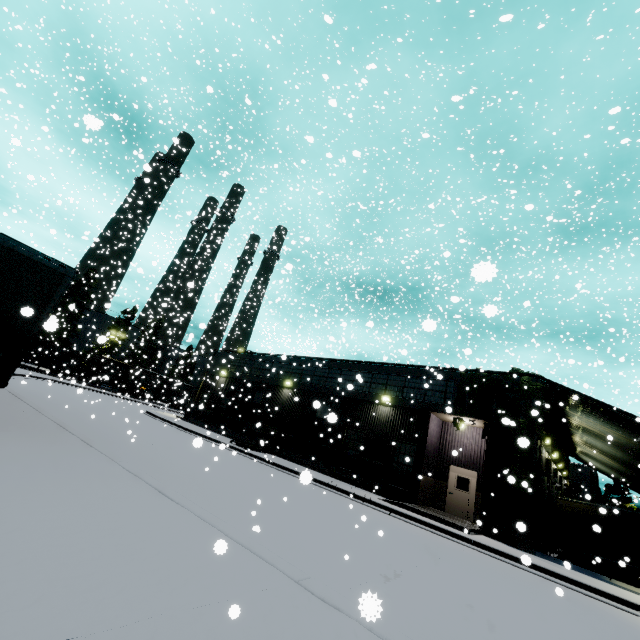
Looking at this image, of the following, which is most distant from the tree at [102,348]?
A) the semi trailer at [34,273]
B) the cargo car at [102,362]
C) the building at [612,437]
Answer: the semi trailer at [34,273]

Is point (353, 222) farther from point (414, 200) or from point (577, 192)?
point (577, 192)

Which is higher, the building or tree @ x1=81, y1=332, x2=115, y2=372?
tree @ x1=81, y1=332, x2=115, y2=372

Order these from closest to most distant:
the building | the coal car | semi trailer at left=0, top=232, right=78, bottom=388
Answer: semi trailer at left=0, top=232, right=78, bottom=388 → the building → the coal car

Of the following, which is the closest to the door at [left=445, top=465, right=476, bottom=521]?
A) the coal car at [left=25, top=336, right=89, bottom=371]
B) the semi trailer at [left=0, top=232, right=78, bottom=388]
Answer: the semi trailer at [left=0, top=232, right=78, bottom=388]

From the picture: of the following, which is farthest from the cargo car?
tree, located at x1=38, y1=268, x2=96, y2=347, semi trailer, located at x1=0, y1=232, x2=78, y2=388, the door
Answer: the door

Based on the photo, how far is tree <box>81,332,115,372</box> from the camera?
6.9m

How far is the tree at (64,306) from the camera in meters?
7.6
